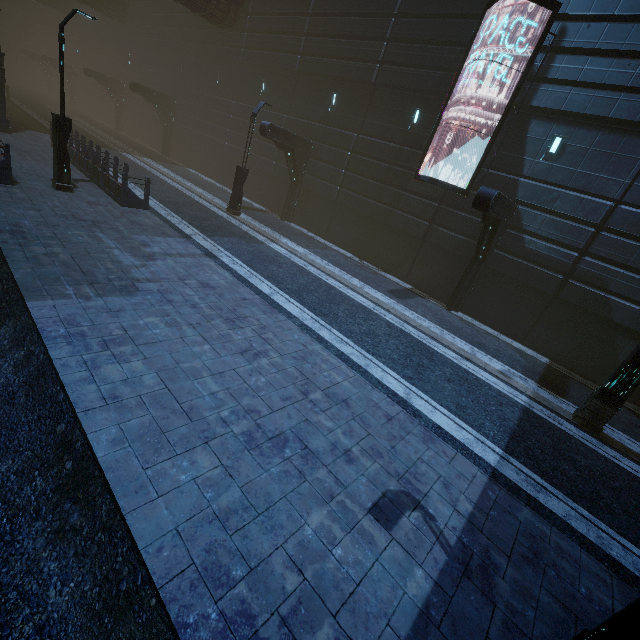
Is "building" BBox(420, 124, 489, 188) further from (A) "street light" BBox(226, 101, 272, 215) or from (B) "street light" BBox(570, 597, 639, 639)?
(B) "street light" BBox(570, 597, 639, 639)

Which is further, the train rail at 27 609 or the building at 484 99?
the building at 484 99

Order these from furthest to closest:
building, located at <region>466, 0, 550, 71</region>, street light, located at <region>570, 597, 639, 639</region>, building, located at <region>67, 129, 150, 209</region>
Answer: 1. building, located at <region>67, 129, 150, 209</region>
2. building, located at <region>466, 0, 550, 71</region>
3. street light, located at <region>570, 597, 639, 639</region>

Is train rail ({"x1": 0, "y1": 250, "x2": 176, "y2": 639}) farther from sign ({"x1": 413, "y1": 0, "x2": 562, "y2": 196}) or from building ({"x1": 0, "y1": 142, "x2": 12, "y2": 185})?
sign ({"x1": 413, "y1": 0, "x2": 562, "y2": 196})

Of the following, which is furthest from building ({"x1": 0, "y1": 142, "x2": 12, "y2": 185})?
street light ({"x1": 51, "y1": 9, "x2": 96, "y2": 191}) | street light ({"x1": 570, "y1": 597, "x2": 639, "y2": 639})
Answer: street light ({"x1": 570, "y1": 597, "x2": 639, "y2": 639})

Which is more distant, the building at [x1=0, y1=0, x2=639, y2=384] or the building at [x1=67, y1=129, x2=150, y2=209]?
the building at [x1=67, y1=129, x2=150, y2=209]

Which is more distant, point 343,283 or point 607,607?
point 343,283

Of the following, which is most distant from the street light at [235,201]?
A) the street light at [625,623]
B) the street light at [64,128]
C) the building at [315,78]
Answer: the street light at [625,623]
